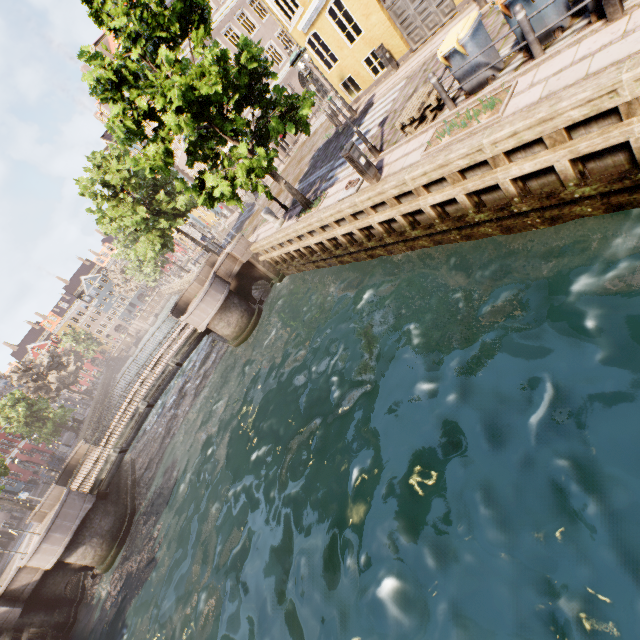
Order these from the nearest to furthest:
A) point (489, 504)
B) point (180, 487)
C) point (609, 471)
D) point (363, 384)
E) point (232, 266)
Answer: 1. point (609, 471)
2. point (489, 504)
3. point (363, 384)
4. point (180, 487)
5. point (232, 266)

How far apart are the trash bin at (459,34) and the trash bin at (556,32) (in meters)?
0.43

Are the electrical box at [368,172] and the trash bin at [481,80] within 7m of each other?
yes

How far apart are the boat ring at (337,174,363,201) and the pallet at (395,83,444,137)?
1.4m

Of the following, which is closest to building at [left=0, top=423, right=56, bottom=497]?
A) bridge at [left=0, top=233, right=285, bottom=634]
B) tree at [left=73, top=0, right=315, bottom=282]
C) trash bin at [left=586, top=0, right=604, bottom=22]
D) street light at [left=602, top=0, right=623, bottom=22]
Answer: tree at [left=73, top=0, right=315, bottom=282]

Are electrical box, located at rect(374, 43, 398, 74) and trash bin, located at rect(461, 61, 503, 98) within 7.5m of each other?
no

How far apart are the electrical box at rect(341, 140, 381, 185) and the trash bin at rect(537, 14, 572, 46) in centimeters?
370cm

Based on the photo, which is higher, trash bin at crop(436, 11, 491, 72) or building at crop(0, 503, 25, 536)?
building at crop(0, 503, 25, 536)
